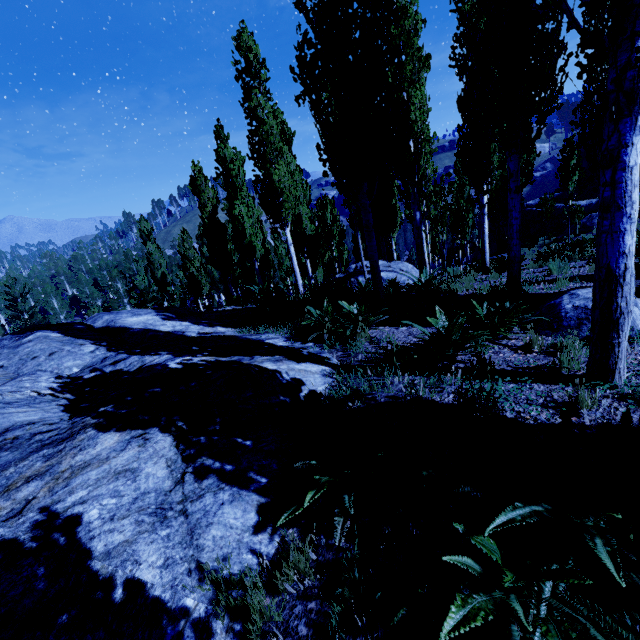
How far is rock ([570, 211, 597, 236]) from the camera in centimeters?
2002cm

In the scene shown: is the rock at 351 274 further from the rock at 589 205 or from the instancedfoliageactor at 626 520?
the rock at 589 205

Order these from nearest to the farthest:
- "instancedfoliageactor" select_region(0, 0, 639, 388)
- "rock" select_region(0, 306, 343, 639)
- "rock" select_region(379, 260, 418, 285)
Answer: "rock" select_region(0, 306, 343, 639), "instancedfoliageactor" select_region(0, 0, 639, 388), "rock" select_region(379, 260, 418, 285)

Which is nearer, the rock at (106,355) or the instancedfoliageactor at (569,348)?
the rock at (106,355)

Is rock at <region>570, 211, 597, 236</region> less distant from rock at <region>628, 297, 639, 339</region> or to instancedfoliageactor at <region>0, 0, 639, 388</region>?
instancedfoliageactor at <region>0, 0, 639, 388</region>

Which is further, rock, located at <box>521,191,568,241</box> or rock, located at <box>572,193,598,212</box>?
rock, located at <box>521,191,568,241</box>

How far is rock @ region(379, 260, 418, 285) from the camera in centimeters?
1289cm

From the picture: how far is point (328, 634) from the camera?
1.8 meters
